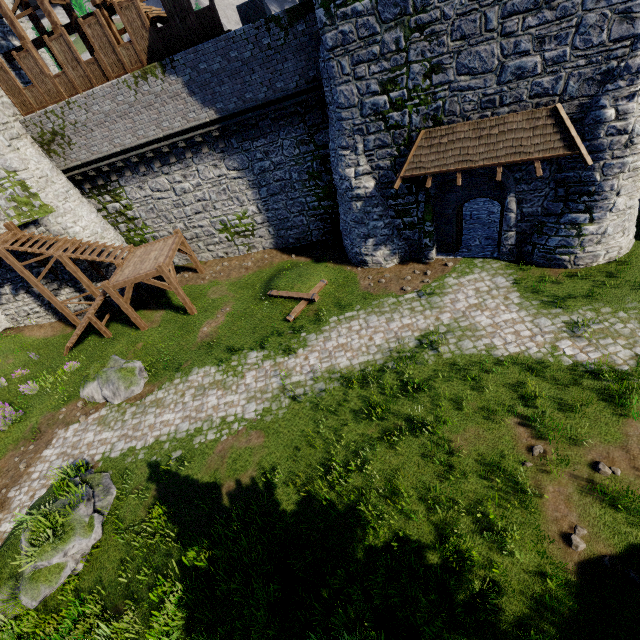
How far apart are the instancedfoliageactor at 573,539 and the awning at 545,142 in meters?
10.3

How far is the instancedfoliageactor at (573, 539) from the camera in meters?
6.9

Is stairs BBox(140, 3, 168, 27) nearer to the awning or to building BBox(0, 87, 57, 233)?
building BBox(0, 87, 57, 233)

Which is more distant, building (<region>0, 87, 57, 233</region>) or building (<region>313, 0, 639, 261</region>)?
building (<region>0, 87, 57, 233</region>)

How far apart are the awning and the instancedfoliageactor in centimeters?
1026cm

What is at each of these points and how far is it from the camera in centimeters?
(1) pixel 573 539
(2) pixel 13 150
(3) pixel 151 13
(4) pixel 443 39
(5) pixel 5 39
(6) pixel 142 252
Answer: (1) instancedfoliageactor, 696cm
(2) building, 1544cm
(3) stairs, 1377cm
(4) building, 1018cm
(5) building, 1703cm
(6) stairs, 1802cm

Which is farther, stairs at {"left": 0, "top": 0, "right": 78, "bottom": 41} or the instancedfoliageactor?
stairs at {"left": 0, "top": 0, "right": 78, "bottom": 41}

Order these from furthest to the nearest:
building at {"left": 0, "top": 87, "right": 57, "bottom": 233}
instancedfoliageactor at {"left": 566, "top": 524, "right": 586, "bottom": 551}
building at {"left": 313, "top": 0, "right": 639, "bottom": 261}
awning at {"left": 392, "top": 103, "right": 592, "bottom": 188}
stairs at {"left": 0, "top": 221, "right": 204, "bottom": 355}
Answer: stairs at {"left": 0, "top": 221, "right": 204, "bottom": 355}, building at {"left": 0, "top": 87, "right": 57, "bottom": 233}, awning at {"left": 392, "top": 103, "right": 592, "bottom": 188}, building at {"left": 313, "top": 0, "right": 639, "bottom": 261}, instancedfoliageactor at {"left": 566, "top": 524, "right": 586, "bottom": 551}
